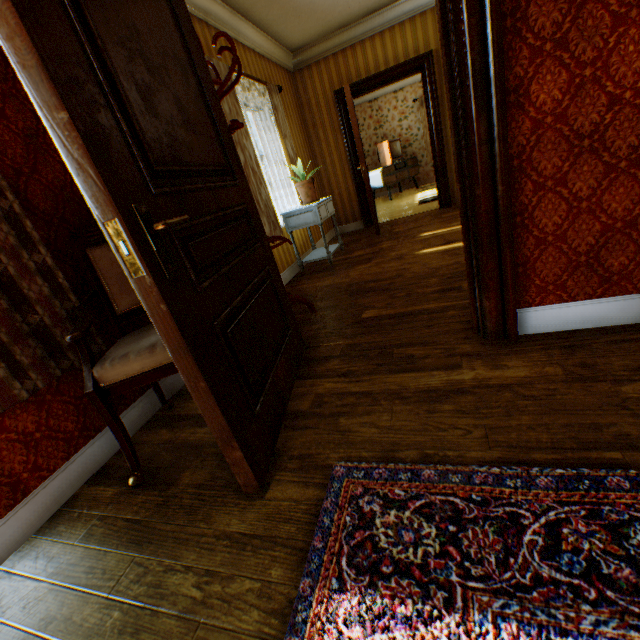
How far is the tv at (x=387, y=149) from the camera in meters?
9.5

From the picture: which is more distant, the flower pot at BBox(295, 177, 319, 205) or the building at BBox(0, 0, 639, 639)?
the flower pot at BBox(295, 177, 319, 205)

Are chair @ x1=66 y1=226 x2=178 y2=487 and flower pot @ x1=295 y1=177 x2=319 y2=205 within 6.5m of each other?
yes

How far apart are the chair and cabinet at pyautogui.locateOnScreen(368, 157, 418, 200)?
9.0 meters

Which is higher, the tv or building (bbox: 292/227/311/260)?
the tv

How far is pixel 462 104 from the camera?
1.4m

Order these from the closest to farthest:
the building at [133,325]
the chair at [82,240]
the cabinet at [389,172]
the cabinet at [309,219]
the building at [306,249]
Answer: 1. the chair at [82,240]
2. the building at [133,325]
3. the cabinet at [309,219]
4. the building at [306,249]
5. the cabinet at [389,172]

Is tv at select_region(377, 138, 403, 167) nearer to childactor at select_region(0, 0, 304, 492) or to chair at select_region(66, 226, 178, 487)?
childactor at select_region(0, 0, 304, 492)
